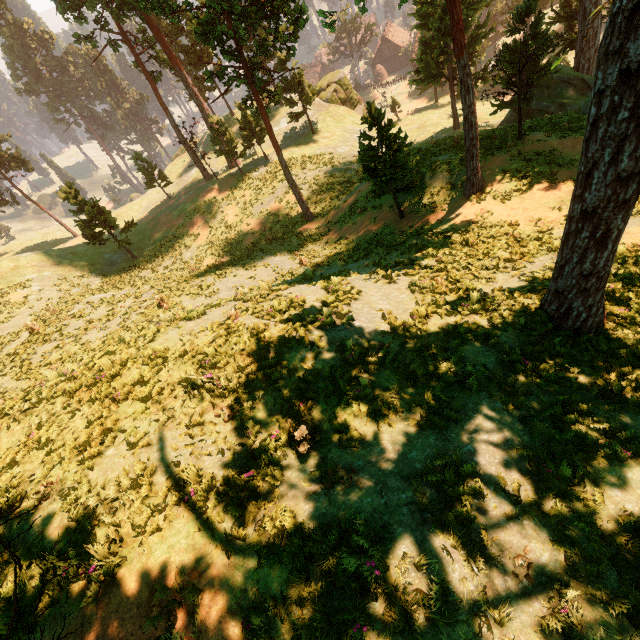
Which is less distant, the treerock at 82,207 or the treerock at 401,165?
the treerock at 401,165

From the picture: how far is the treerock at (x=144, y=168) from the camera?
38.8 meters

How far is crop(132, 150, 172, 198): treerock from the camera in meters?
38.8 m

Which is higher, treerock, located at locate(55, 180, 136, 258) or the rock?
treerock, located at locate(55, 180, 136, 258)

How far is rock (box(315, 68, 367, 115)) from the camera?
44.5 meters

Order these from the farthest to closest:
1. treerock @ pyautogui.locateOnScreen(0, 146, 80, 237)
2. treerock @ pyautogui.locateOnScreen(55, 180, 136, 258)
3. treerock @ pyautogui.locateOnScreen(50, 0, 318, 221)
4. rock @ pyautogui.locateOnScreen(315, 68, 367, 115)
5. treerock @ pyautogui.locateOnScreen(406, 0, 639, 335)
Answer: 1. treerock @ pyautogui.locateOnScreen(0, 146, 80, 237)
2. rock @ pyautogui.locateOnScreen(315, 68, 367, 115)
3. treerock @ pyautogui.locateOnScreen(55, 180, 136, 258)
4. treerock @ pyautogui.locateOnScreen(50, 0, 318, 221)
5. treerock @ pyautogui.locateOnScreen(406, 0, 639, 335)

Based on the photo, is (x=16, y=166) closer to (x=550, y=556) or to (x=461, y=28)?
(x=461, y=28)
